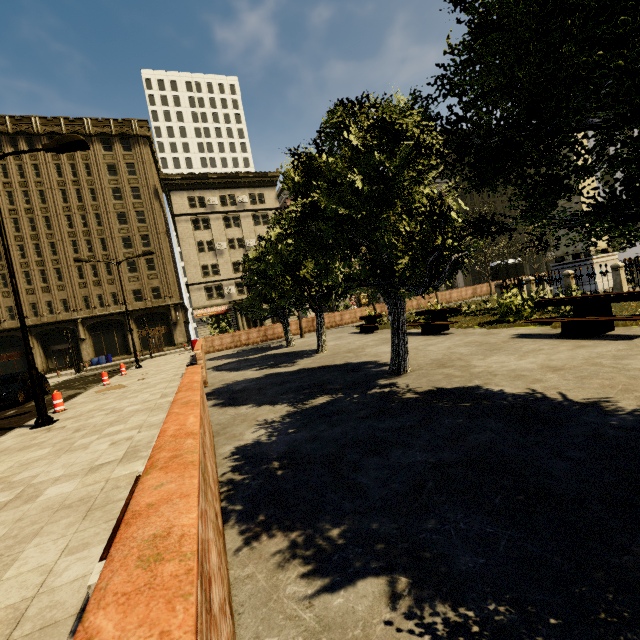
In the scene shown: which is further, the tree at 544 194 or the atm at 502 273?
the atm at 502 273

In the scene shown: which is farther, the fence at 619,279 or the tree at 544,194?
the fence at 619,279

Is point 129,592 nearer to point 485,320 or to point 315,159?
point 315,159

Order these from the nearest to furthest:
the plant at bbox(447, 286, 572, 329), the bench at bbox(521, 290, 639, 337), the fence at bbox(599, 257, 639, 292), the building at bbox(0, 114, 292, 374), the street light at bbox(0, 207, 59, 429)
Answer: the bench at bbox(521, 290, 639, 337) → the street light at bbox(0, 207, 59, 429) → the plant at bbox(447, 286, 572, 329) → the fence at bbox(599, 257, 639, 292) → the building at bbox(0, 114, 292, 374)

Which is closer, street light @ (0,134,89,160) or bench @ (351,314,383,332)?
street light @ (0,134,89,160)

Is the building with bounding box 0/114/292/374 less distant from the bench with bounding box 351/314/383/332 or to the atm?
the atm

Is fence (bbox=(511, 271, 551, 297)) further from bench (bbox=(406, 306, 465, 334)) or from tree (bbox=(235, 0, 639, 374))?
bench (bbox=(406, 306, 465, 334))

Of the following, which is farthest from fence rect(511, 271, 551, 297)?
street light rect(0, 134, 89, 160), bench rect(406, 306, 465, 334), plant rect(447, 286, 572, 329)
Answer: street light rect(0, 134, 89, 160)
